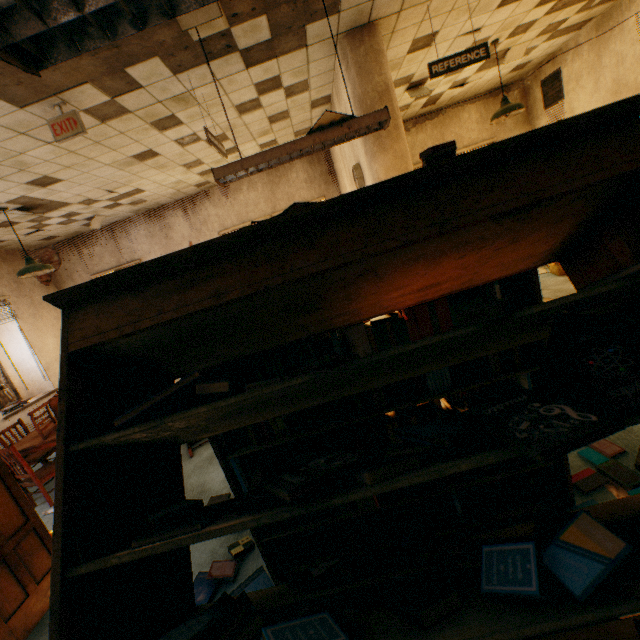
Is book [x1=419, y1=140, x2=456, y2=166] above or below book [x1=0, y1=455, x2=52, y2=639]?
above

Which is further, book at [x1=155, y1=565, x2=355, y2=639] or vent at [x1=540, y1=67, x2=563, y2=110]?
vent at [x1=540, y1=67, x2=563, y2=110]

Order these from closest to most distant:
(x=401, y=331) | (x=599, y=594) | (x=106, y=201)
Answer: (x=599, y=594), (x=401, y=331), (x=106, y=201)

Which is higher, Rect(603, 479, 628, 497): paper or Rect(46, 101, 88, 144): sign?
Rect(46, 101, 88, 144): sign

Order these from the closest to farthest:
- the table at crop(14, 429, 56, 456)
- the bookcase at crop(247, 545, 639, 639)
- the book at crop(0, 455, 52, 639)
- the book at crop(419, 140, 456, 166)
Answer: the bookcase at crop(247, 545, 639, 639)
the book at crop(419, 140, 456, 166)
the book at crop(0, 455, 52, 639)
the table at crop(14, 429, 56, 456)

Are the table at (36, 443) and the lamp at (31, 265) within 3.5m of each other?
yes

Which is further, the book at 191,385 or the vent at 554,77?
the vent at 554,77

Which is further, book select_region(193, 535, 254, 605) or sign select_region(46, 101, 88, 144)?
sign select_region(46, 101, 88, 144)
